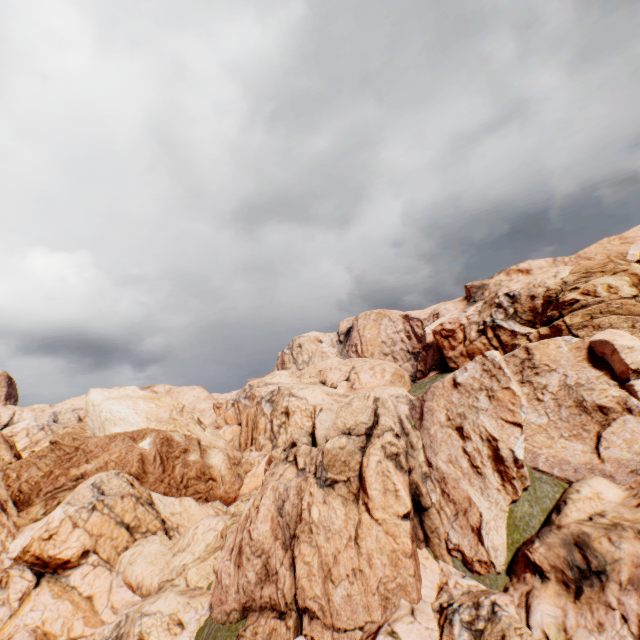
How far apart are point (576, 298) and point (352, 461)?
14.9 meters
